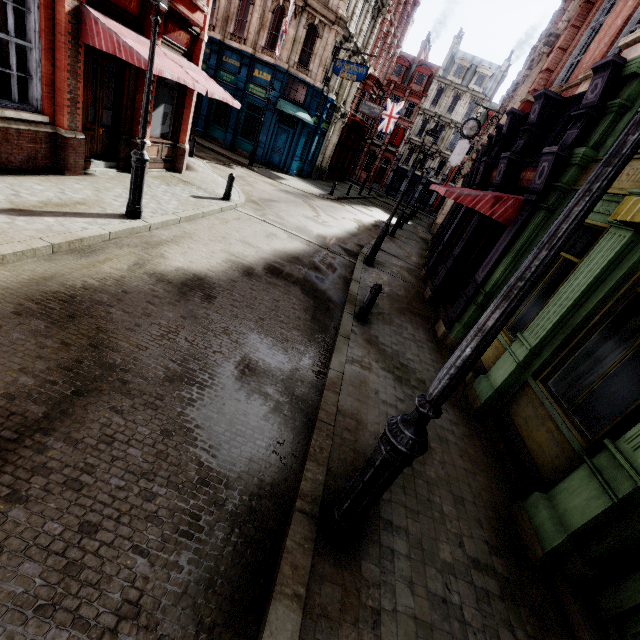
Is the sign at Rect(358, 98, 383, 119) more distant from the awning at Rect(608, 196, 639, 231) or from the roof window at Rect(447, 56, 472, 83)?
the roof window at Rect(447, 56, 472, 83)

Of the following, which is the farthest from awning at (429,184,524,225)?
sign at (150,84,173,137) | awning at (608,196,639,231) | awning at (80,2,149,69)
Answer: sign at (150,84,173,137)

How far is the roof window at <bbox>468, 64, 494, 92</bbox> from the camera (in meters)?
43.29

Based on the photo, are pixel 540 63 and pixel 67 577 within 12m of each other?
no

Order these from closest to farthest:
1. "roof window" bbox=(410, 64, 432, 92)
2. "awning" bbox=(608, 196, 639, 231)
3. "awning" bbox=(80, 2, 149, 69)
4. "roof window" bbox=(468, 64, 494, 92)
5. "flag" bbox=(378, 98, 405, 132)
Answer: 1. "awning" bbox=(608, 196, 639, 231)
2. "awning" bbox=(80, 2, 149, 69)
3. "flag" bbox=(378, 98, 405, 132)
4. "roof window" bbox=(468, 64, 494, 92)
5. "roof window" bbox=(410, 64, 432, 92)

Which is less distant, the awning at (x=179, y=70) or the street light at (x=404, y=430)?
the street light at (x=404, y=430)

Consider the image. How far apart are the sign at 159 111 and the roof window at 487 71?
49.03m

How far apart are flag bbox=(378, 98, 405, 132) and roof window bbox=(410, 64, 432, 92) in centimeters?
1744cm
